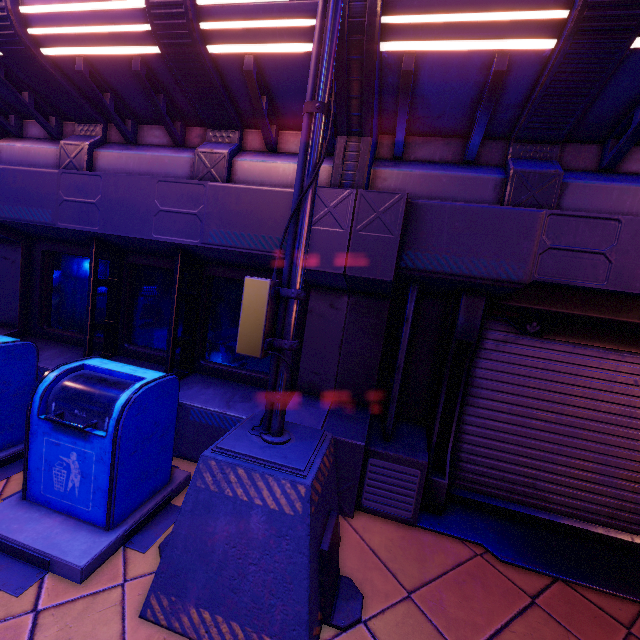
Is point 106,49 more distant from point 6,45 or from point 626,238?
point 626,238
